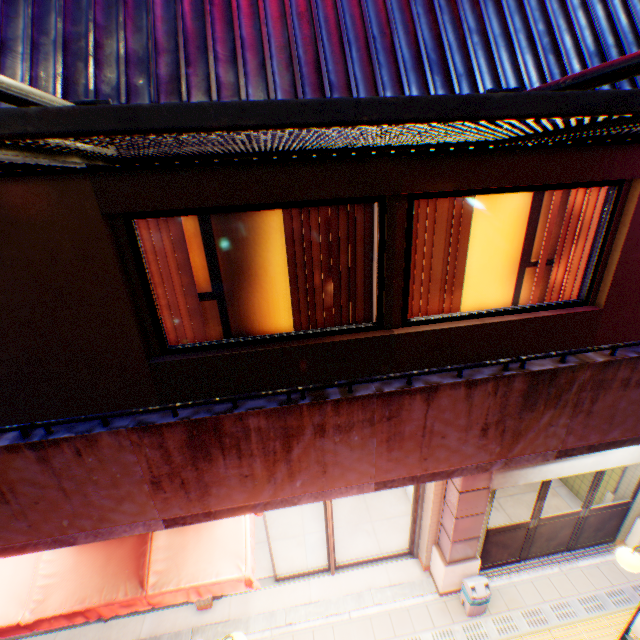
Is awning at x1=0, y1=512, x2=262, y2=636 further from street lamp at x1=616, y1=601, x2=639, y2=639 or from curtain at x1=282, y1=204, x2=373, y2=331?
street lamp at x1=616, y1=601, x2=639, y2=639

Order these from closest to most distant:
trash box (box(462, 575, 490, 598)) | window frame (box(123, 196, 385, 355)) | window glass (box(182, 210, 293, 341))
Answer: window frame (box(123, 196, 385, 355))
window glass (box(182, 210, 293, 341))
trash box (box(462, 575, 490, 598))

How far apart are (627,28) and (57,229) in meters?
4.9 m

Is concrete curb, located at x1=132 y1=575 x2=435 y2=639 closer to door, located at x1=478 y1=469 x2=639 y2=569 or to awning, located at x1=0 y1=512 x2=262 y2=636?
door, located at x1=478 y1=469 x2=639 y2=569

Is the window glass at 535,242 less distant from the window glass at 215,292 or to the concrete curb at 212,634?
the window glass at 215,292

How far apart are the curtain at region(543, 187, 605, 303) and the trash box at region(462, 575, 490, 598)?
4.75m

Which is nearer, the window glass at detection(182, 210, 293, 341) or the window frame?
the window frame

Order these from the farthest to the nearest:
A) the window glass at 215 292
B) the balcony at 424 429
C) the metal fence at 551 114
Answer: the window glass at 215 292, the balcony at 424 429, the metal fence at 551 114
